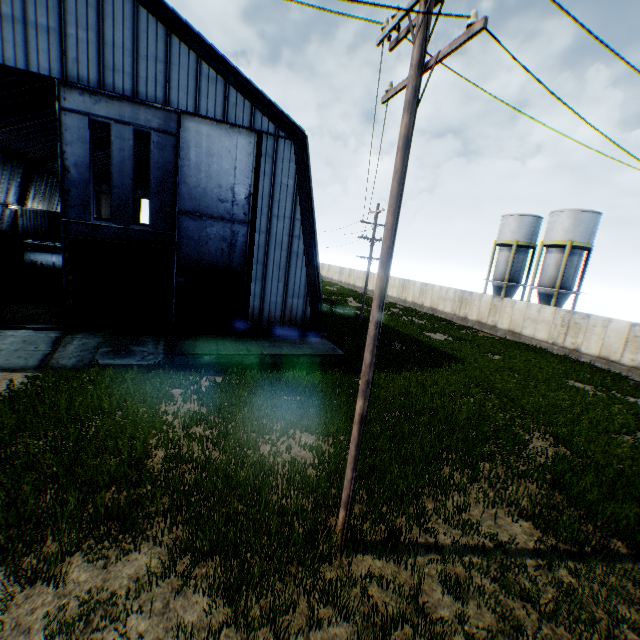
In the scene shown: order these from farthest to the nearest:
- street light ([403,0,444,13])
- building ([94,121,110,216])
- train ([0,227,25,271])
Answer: building ([94,121,110,216]) < train ([0,227,25,271]) < street light ([403,0,444,13])

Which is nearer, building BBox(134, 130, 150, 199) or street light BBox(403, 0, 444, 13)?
street light BBox(403, 0, 444, 13)

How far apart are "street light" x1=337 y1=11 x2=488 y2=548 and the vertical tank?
33.3 meters

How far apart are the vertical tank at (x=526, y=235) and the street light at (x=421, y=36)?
33.3 meters

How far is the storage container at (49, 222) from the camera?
33.44m

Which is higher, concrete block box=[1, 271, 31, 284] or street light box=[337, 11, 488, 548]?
street light box=[337, 11, 488, 548]

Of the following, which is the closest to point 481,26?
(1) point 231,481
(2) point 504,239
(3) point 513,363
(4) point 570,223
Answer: (1) point 231,481

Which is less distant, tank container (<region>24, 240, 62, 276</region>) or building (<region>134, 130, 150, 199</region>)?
tank container (<region>24, 240, 62, 276</region>)
